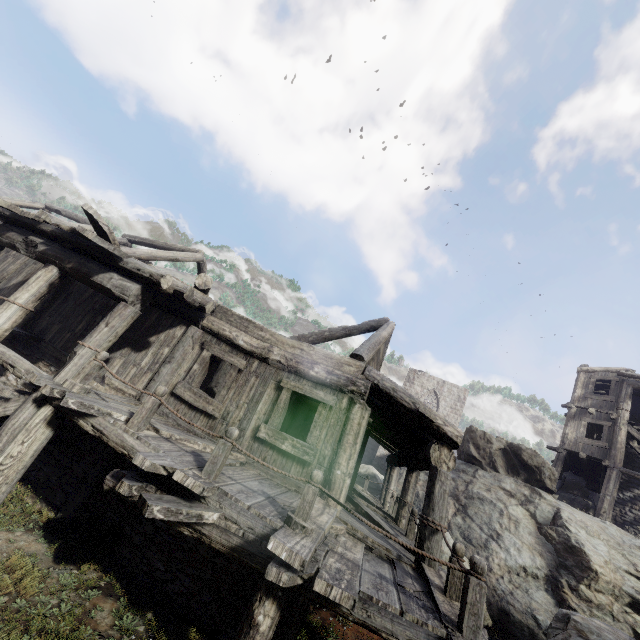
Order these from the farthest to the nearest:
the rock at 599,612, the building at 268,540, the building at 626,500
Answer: the building at 626,500 < the rock at 599,612 < the building at 268,540

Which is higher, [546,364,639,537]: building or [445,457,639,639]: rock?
[546,364,639,537]: building

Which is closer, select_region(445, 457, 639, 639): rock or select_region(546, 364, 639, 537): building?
select_region(445, 457, 639, 639): rock

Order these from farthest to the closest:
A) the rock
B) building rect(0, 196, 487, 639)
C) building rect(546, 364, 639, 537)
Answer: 1. building rect(546, 364, 639, 537)
2. the rock
3. building rect(0, 196, 487, 639)

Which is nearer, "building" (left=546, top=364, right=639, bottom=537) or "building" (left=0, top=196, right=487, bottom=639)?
"building" (left=0, top=196, right=487, bottom=639)

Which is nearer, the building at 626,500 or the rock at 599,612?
the rock at 599,612

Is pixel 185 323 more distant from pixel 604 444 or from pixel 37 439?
pixel 604 444

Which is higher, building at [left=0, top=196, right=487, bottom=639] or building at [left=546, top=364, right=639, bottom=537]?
building at [left=546, top=364, right=639, bottom=537]
